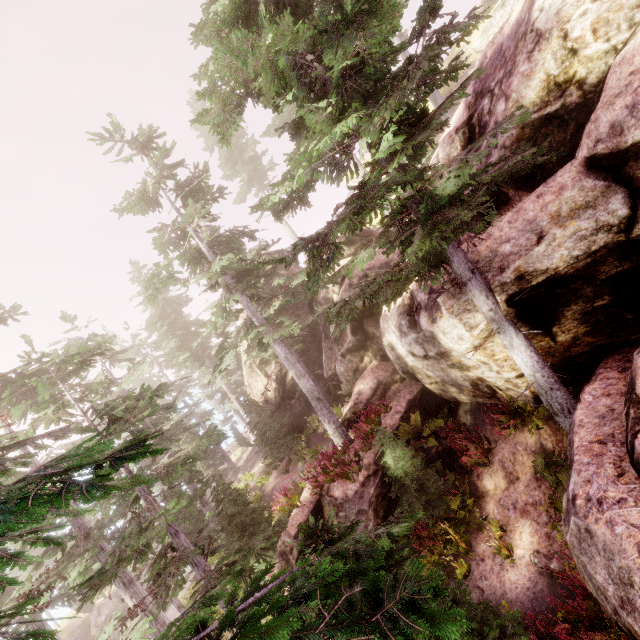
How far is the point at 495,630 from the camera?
5.2m

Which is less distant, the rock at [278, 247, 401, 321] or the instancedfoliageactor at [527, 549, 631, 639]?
the instancedfoliageactor at [527, 549, 631, 639]

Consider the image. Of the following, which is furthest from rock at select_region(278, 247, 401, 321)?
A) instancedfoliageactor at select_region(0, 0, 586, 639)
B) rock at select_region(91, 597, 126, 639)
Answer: rock at select_region(91, 597, 126, 639)

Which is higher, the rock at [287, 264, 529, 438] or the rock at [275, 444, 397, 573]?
the rock at [287, 264, 529, 438]

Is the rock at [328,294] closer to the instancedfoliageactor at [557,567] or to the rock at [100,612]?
the instancedfoliageactor at [557,567]

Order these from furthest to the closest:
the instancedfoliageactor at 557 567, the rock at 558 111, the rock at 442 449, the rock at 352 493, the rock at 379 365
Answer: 1. the rock at 442 449
2. the rock at 352 493
3. the rock at 379 365
4. the instancedfoliageactor at 557 567
5. the rock at 558 111
